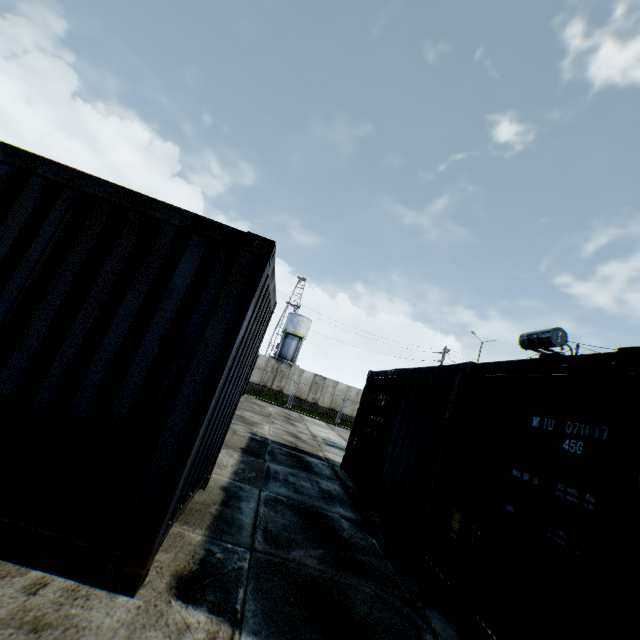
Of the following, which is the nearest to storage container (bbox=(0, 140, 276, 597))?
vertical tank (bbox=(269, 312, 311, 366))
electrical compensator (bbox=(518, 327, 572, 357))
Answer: electrical compensator (bbox=(518, 327, 572, 357))

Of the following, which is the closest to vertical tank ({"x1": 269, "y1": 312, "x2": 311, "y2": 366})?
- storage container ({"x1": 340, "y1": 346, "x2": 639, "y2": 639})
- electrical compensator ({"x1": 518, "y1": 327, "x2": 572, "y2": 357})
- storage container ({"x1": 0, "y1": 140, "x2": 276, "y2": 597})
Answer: electrical compensator ({"x1": 518, "y1": 327, "x2": 572, "y2": 357})

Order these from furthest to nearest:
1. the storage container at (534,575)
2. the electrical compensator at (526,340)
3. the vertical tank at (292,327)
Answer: the vertical tank at (292,327) < the electrical compensator at (526,340) < the storage container at (534,575)

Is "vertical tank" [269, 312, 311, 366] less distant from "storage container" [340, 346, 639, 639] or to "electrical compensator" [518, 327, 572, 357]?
"electrical compensator" [518, 327, 572, 357]

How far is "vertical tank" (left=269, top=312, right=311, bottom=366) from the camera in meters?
50.1

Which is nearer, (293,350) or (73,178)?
(73,178)

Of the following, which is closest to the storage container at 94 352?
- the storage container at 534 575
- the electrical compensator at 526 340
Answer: the storage container at 534 575
